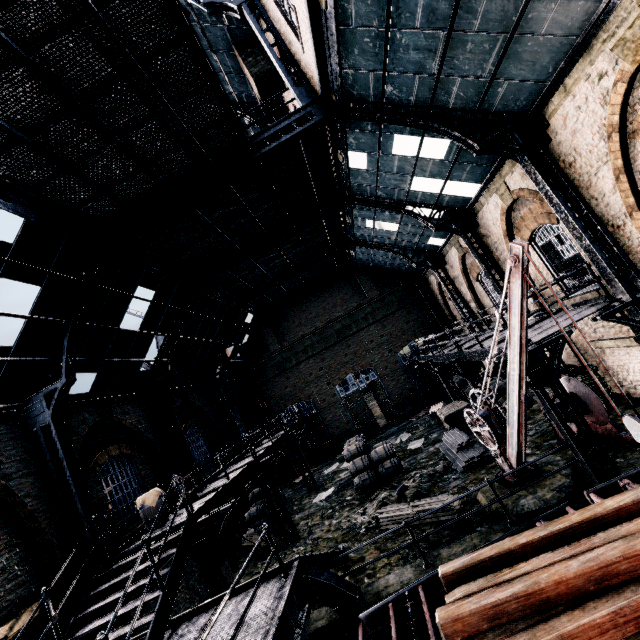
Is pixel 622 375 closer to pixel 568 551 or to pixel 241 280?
pixel 568 551

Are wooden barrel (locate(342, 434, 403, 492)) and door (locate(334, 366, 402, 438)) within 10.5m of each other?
yes

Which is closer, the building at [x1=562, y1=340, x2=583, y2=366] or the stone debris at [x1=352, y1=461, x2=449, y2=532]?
the stone debris at [x1=352, y1=461, x2=449, y2=532]

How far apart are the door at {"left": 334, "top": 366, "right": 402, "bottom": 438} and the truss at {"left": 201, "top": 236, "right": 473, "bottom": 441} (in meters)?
8.93

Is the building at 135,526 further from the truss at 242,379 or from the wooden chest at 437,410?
the wooden chest at 437,410

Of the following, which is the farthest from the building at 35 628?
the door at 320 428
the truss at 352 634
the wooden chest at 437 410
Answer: the truss at 352 634

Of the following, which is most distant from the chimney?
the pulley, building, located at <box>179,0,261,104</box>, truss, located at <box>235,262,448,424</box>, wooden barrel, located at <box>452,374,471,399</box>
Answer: wooden barrel, located at <box>452,374,471,399</box>

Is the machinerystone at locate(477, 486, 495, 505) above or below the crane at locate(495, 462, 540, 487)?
below
